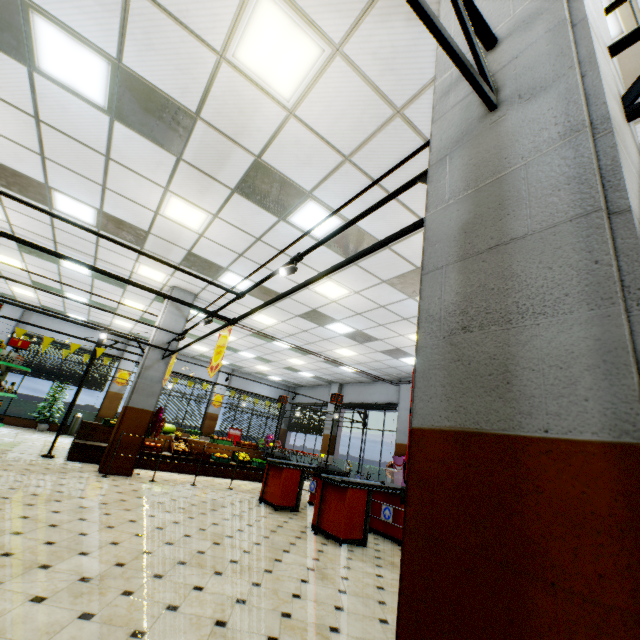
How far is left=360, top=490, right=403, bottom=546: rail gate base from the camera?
5.4 meters

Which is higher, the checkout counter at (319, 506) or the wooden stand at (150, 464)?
the checkout counter at (319, 506)

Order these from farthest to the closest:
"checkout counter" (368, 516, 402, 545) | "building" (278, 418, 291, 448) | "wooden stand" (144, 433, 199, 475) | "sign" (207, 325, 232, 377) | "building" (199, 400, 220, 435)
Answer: "building" (278, 418, 291, 448) → "building" (199, 400, 220, 435) → "wooden stand" (144, 433, 199, 475) → "checkout counter" (368, 516, 402, 545) → "sign" (207, 325, 232, 377)

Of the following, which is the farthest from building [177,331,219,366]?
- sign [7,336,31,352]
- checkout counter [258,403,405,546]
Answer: sign [7,336,31,352]

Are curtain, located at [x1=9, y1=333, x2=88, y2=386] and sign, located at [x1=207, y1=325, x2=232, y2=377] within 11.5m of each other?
no

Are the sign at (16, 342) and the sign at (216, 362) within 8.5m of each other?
yes

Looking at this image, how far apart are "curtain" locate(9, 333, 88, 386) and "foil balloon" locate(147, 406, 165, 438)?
8.79m

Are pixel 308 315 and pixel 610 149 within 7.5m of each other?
no
